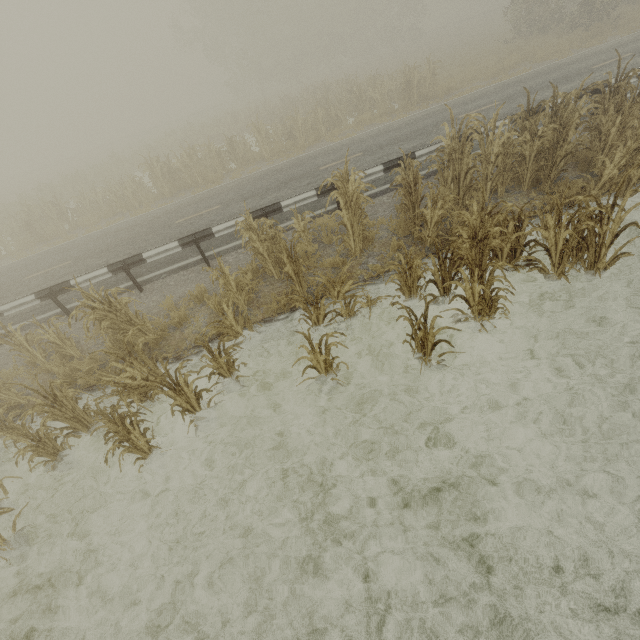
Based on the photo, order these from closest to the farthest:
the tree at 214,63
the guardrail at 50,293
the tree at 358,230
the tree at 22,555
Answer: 1. the tree at 22,555
2. the tree at 358,230
3. the guardrail at 50,293
4. the tree at 214,63

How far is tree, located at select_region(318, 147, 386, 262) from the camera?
6.4 meters

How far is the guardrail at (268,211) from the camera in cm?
879

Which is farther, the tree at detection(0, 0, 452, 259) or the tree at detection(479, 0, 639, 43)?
the tree at detection(479, 0, 639, 43)

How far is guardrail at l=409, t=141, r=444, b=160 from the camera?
9.0 meters

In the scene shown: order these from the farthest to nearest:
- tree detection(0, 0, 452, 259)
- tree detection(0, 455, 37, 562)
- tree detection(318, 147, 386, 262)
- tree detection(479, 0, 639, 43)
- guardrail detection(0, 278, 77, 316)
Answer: tree detection(479, 0, 639, 43) → tree detection(0, 0, 452, 259) → guardrail detection(0, 278, 77, 316) → tree detection(318, 147, 386, 262) → tree detection(0, 455, 37, 562)

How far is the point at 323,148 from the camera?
14.98m
